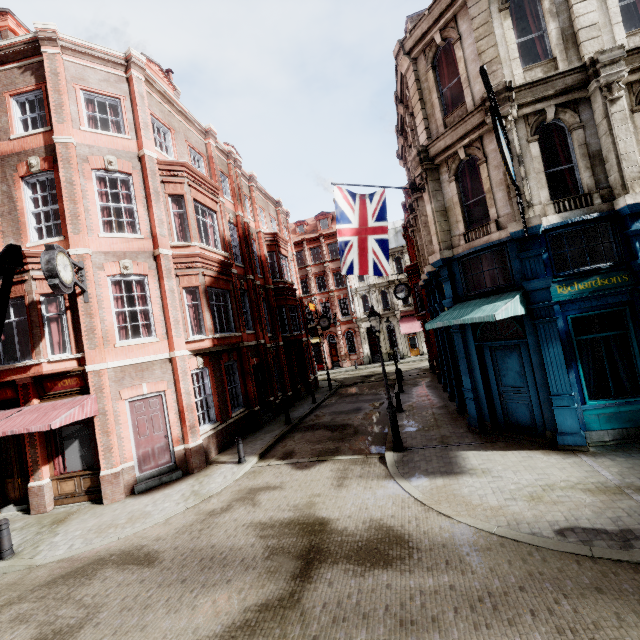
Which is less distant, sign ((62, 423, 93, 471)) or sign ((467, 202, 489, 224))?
sign ((467, 202, 489, 224))

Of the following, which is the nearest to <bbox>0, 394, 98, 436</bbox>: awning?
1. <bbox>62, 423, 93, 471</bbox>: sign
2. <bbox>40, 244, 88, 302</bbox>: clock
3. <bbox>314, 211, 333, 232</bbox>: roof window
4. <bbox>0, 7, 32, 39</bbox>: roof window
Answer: <bbox>62, 423, 93, 471</bbox>: sign

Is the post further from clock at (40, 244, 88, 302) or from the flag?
the flag

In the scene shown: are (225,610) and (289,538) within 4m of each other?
yes

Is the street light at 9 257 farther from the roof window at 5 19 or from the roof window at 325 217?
the roof window at 325 217

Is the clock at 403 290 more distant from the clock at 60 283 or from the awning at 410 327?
the awning at 410 327

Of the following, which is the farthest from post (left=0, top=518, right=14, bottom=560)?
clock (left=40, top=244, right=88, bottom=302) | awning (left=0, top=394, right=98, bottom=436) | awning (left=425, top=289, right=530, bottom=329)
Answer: awning (left=425, top=289, right=530, bottom=329)

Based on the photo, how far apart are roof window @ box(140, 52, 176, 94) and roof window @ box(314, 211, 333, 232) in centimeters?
2761cm
